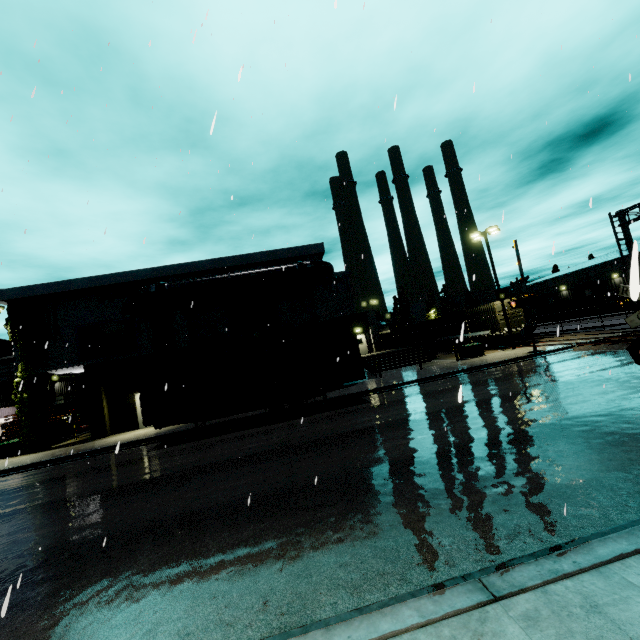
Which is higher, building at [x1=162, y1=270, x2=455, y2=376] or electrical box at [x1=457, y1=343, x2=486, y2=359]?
building at [x1=162, y1=270, x2=455, y2=376]

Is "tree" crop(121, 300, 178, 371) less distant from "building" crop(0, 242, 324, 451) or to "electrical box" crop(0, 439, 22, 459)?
"building" crop(0, 242, 324, 451)

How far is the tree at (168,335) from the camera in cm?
2222

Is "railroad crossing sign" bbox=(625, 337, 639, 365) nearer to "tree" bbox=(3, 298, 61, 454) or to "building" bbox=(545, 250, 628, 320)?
"building" bbox=(545, 250, 628, 320)

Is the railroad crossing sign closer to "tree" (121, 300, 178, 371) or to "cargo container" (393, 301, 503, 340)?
"cargo container" (393, 301, 503, 340)

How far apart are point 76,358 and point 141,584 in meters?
21.7

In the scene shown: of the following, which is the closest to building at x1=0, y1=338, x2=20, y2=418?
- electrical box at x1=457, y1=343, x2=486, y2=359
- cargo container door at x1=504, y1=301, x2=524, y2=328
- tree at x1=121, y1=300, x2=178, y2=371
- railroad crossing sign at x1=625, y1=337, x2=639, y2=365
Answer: tree at x1=121, y1=300, x2=178, y2=371

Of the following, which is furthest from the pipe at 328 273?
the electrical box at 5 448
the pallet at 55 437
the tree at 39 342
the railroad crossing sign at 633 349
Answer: the railroad crossing sign at 633 349
